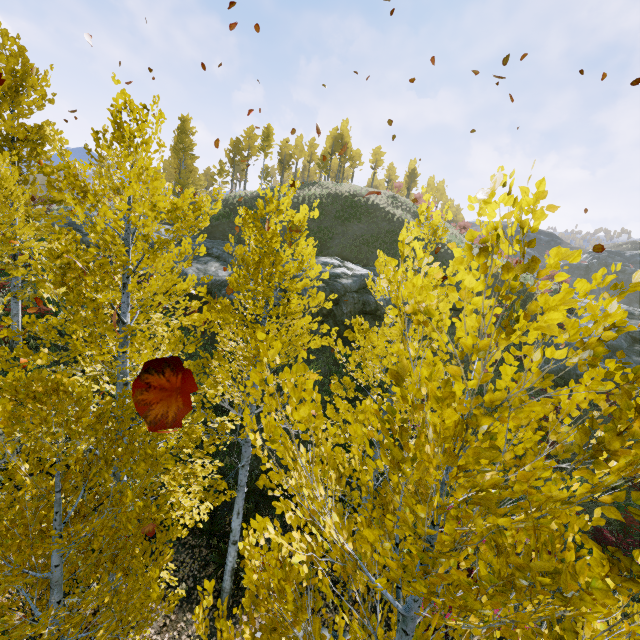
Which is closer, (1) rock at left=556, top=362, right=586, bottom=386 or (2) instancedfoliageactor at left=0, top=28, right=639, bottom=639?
(2) instancedfoliageactor at left=0, top=28, right=639, bottom=639

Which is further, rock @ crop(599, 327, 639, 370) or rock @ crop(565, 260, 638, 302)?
rock @ crop(565, 260, 638, 302)

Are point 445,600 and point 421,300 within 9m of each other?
yes

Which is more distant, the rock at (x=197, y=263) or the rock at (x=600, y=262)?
the rock at (x=600, y=262)

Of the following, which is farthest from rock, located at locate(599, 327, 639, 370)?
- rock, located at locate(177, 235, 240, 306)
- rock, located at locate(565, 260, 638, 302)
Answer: rock, located at locate(565, 260, 638, 302)

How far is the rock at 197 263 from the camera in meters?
18.6 m

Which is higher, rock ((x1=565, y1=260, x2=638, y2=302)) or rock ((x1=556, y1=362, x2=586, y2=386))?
rock ((x1=565, y1=260, x2=638, y2=302))
